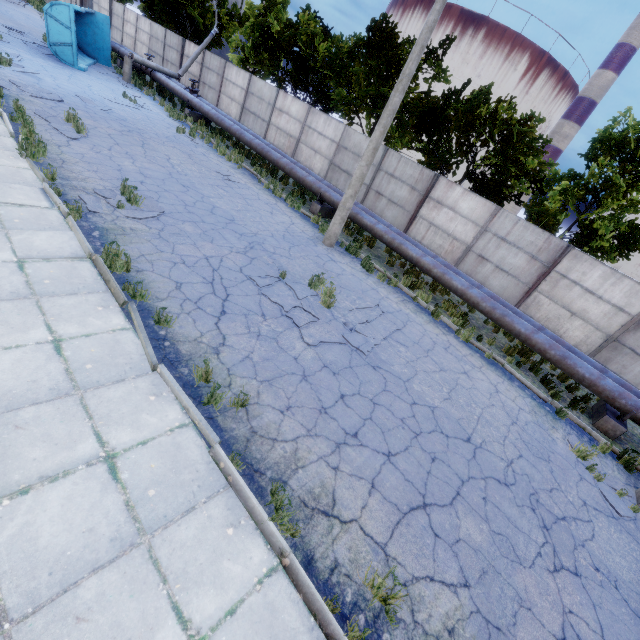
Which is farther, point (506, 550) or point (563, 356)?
point (563, 356)

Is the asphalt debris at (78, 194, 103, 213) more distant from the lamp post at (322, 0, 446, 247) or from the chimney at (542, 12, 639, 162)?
the chimney at (542, 12, 639, 162)

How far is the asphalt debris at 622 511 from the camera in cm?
653

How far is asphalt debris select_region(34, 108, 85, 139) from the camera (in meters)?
10.16

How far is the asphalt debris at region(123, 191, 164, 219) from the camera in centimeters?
788cm

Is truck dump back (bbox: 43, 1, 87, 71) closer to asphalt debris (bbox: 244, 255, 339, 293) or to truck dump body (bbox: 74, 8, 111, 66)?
truck dump body (bbox: 74, 8, 111, 66)

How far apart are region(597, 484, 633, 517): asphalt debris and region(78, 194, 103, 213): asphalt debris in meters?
12.2 m

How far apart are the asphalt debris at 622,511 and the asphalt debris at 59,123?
17.0 meters
